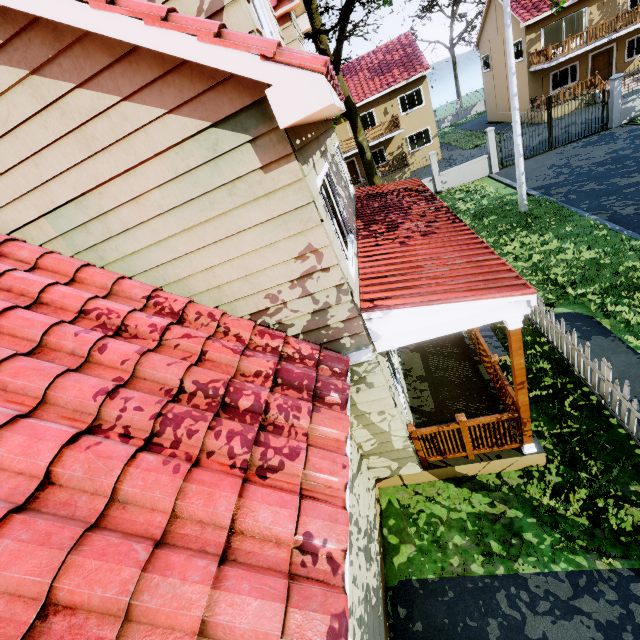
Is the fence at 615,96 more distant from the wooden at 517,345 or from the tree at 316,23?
the wooden at 517,345

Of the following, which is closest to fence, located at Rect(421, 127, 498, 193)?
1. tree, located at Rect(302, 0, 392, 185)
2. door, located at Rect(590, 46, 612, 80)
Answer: tree, located at Rect(302, 0, 392, 185)

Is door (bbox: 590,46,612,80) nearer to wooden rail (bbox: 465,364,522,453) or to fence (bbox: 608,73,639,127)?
fence (bbox: 608,73,639,127)

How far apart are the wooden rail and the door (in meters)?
33.33

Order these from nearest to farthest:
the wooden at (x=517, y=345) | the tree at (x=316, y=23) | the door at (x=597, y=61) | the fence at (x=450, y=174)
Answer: the wooden at (x=517, y=345)
the tree at (x=316, y=23)
the fence at (x=450, y=174)
the door at (x=597, y=61)

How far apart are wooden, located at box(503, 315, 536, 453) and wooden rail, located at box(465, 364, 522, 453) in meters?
0.0 m

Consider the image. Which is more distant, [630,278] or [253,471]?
[630,278]

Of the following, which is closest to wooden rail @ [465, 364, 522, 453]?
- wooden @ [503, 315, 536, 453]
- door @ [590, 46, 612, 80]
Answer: wooden @ [503, 315, 536, 453]
